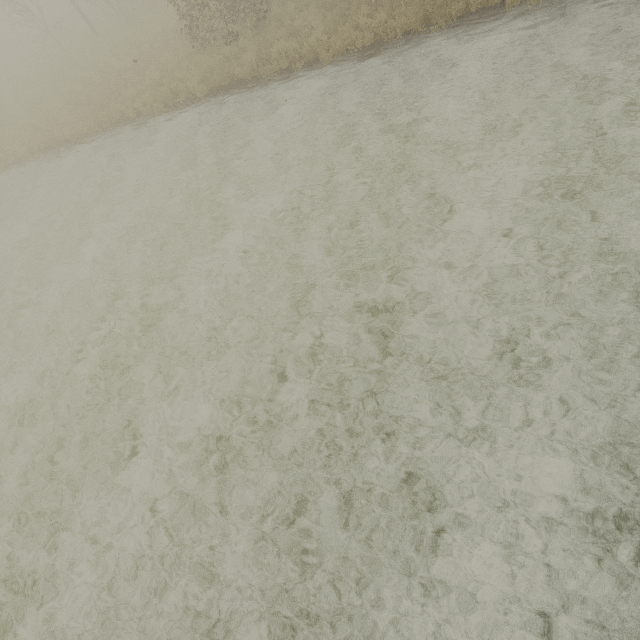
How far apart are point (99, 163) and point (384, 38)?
11.4m

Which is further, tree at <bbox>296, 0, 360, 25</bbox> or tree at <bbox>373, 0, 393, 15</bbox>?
tree at <bbox>296, 0, 360, 25</bbox>

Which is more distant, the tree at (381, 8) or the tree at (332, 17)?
the tree at (332, 17)
